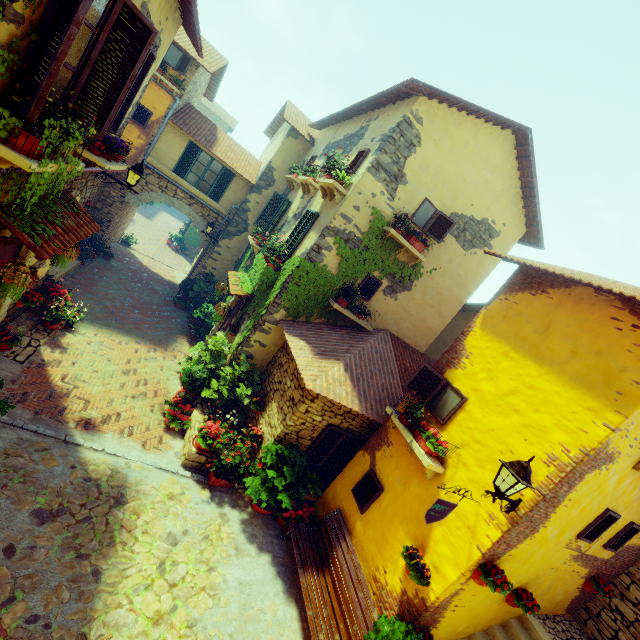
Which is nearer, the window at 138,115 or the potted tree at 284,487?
the potted tree at 284,487

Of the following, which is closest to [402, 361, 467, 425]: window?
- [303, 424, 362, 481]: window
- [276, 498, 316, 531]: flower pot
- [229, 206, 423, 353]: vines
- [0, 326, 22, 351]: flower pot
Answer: [229, 206, 423, 353]: vines

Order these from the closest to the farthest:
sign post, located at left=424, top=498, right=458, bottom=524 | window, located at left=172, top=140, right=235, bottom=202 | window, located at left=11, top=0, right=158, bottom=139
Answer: window, located at left=11, top=0, right=158, bottom=139 < sign post, located at left=424, top=498, right=458, bottom=524 < window, located at left=172, top=140, right=235, bottom=202

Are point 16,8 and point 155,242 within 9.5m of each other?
no

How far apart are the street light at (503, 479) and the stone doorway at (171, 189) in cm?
1447

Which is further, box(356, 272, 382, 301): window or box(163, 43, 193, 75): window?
box(163, 43, 193, 75): window

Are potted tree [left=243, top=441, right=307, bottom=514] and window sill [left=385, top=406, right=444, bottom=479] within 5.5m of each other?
yes

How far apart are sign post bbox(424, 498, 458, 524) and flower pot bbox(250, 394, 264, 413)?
4.6m
